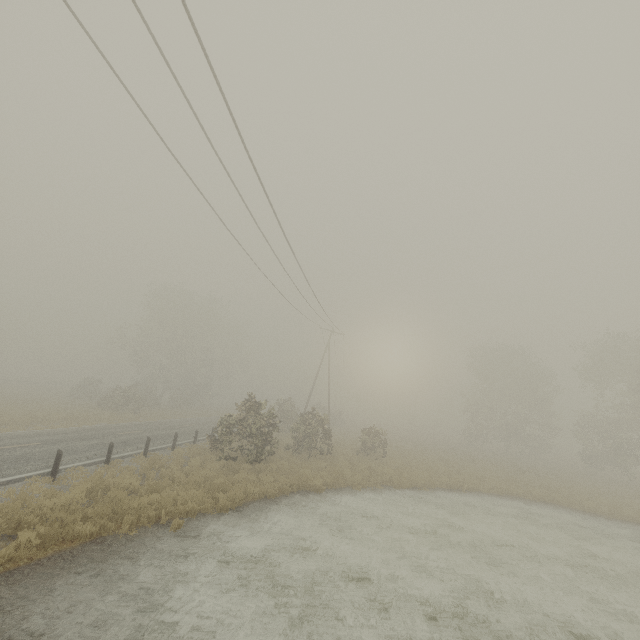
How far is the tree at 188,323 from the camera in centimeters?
3794cm

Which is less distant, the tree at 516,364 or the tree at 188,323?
the tree at 516,364

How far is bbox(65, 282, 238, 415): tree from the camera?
37.9m

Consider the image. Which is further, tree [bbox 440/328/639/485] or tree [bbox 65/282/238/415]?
tree [bbox 65/282/238/415]

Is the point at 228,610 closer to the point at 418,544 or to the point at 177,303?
the point at 418,544
